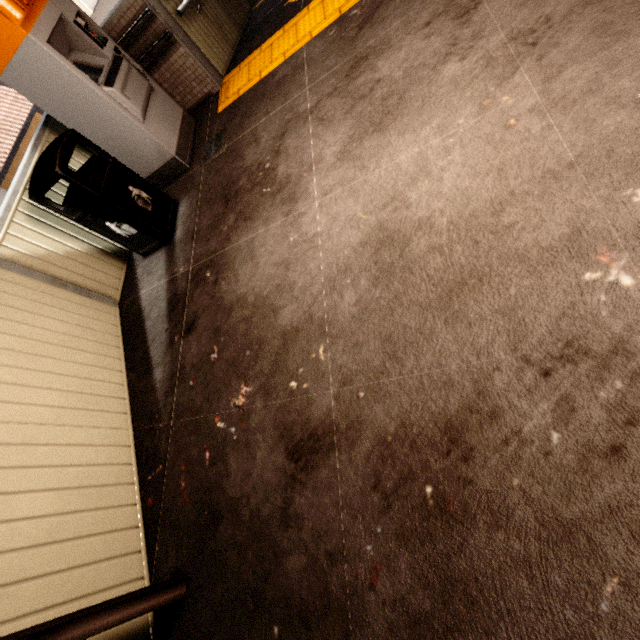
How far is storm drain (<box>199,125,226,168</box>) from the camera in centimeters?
374cm

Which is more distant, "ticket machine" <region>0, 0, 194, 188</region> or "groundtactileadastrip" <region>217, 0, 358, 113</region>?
"groundtactileadastrip" <region>217, 0, 358, 113</region>

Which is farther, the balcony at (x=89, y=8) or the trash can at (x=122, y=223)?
the balcony at (x=89, y=8)

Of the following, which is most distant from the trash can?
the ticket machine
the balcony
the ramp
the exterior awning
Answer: the balcony

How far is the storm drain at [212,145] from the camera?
3.7 meters

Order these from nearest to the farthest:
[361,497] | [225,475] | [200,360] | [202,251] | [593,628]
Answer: [593,628] → [361,497] → [225,475] → [200,360] → [202,251]

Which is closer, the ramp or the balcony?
the ramp

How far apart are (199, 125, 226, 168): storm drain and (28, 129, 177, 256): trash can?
0.5m
